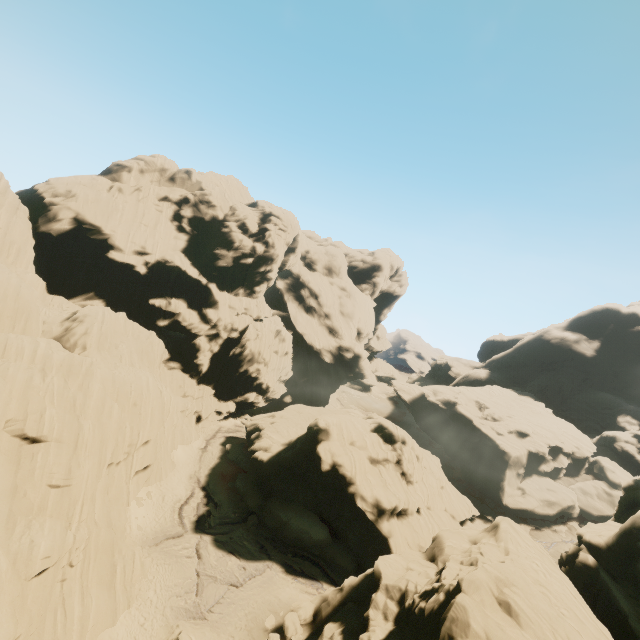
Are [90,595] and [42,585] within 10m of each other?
yes

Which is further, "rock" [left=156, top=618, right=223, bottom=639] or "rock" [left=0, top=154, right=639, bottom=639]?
"rock" [left=156, top=618, right=223, bottom=639]

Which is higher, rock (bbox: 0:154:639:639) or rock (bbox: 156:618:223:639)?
rock (bbox: 0:154:639:639)

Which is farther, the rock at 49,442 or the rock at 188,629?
the rock at 188,629

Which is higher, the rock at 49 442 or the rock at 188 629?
the rock at 49 442
